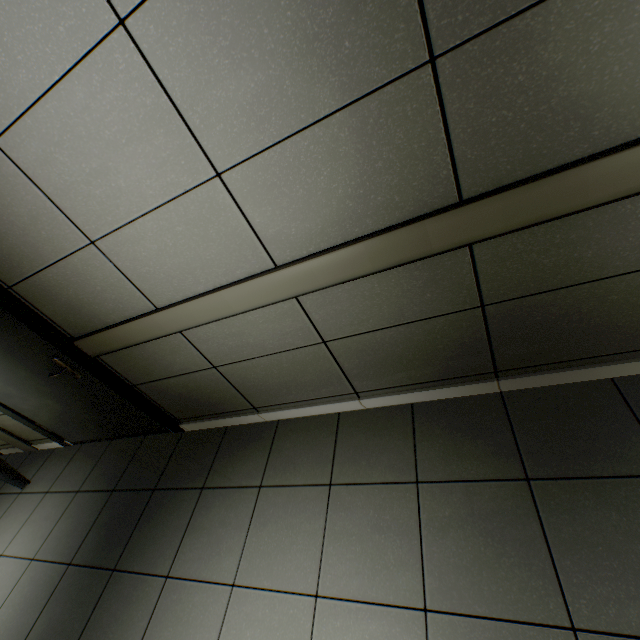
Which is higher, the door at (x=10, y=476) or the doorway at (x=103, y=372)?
the doorway at (x=103, y=372)

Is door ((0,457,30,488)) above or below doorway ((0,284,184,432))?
below

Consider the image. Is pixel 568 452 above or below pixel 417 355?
below

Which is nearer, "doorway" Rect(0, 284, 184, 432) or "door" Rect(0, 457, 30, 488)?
"doorway" Rect(0, 284, 184, 432)

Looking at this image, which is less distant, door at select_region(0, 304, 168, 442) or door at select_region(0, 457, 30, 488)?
door at select_region(0, 304, 168, 442)

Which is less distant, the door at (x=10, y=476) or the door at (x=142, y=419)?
the door at (x=142, y=419)
